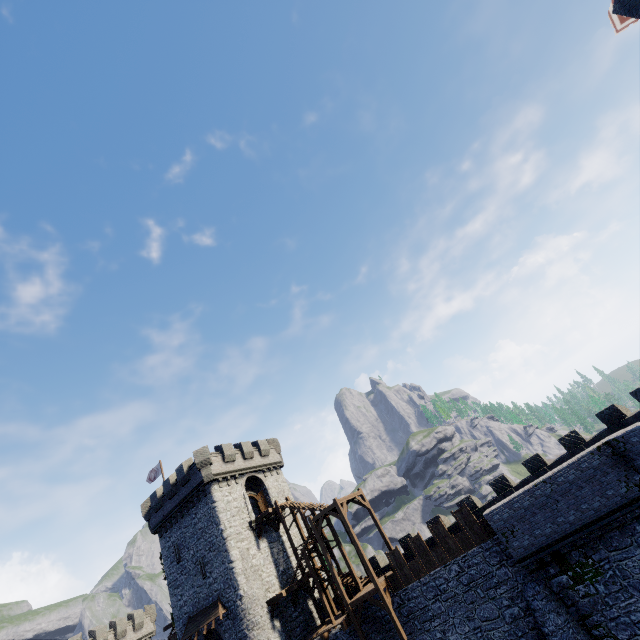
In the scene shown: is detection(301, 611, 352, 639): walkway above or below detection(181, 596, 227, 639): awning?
below

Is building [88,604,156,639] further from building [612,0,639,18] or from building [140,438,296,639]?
building [612,0,639,18]

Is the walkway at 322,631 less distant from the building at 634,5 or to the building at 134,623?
the building at 134,623

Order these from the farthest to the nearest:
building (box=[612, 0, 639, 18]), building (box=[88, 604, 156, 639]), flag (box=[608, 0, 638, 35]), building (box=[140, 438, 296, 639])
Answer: building (box=[88, 604, 156, 639]), building (box=[140, 438, 296, 639]), flag (box=[608, 0, 638, 35]), building (box=[612, 0, 639, 18])

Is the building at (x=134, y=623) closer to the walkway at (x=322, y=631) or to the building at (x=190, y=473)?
the walkway at (x=322, y=631)

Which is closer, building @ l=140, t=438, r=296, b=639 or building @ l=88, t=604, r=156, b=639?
building @ l=140, t=438, r=296, b=639

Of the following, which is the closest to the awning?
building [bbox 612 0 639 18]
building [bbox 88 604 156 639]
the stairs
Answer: the stairs

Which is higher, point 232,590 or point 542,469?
point 232,590
